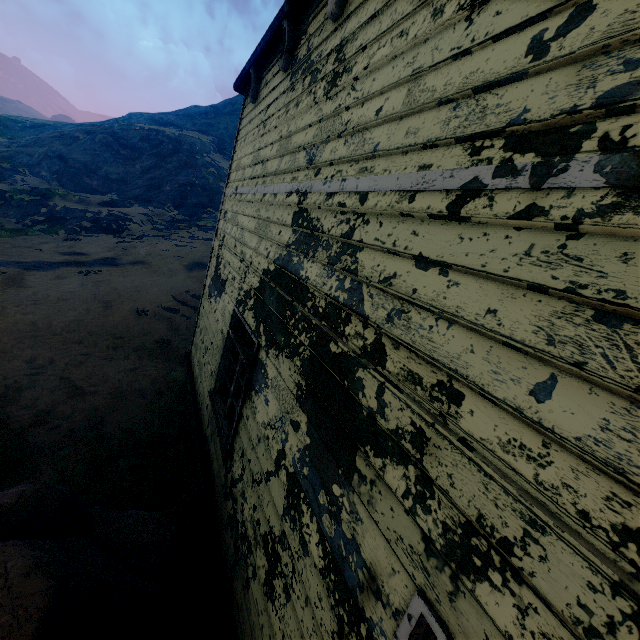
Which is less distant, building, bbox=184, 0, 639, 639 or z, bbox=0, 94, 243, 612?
building, bbox=184, 0, 639, 639

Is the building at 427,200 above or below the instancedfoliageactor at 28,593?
above

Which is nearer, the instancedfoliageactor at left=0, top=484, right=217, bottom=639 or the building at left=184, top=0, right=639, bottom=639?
the building at left=184, top=0, right=639, bottom=639

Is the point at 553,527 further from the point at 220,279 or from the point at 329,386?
the point at 220,279

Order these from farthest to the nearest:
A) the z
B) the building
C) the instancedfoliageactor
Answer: the z
the instancedfoliageactor
the building

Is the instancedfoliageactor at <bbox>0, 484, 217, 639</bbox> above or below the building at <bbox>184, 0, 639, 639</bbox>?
below

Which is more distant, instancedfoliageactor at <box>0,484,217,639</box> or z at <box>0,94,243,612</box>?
z at <box>0,94,243,612</box>

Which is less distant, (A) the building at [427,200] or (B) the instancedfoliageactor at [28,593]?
(A) the building at [427,200]
